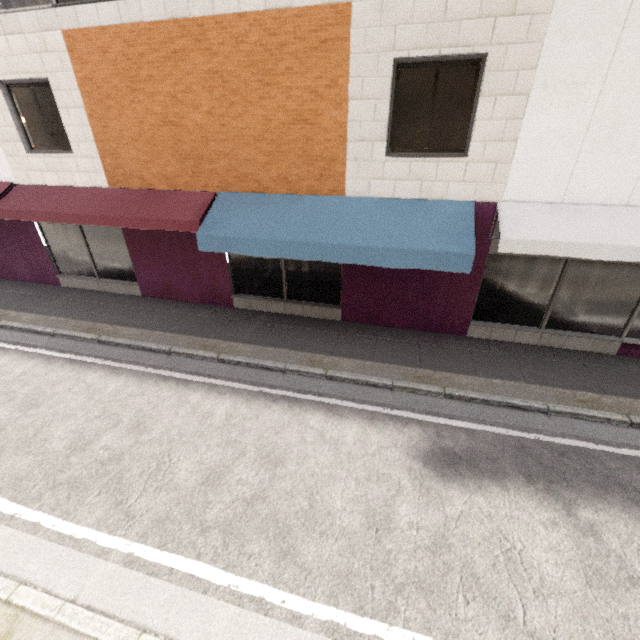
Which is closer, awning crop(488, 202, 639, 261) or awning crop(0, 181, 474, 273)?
awning crop(488, 202, 639, 261)

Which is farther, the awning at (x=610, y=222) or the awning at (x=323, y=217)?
the awning at (x=323, y=217)

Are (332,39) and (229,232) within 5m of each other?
yes
